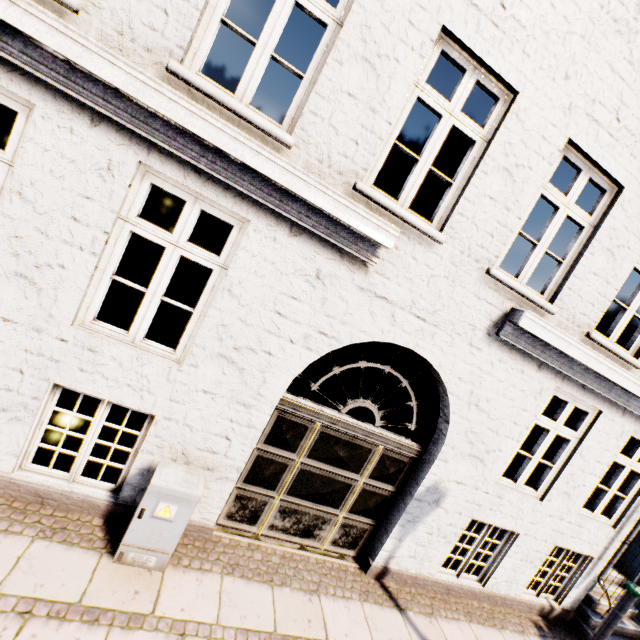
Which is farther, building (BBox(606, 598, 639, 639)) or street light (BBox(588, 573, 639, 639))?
building (BBox(606, 598, 639, 639))

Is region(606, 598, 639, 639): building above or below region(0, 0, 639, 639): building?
below

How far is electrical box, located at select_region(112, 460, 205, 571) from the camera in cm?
329

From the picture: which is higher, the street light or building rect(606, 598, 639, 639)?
the street light

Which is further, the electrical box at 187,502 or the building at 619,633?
the building at 619,633

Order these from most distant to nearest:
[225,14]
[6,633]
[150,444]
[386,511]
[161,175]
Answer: [225,14], [386,511], [150,444], [161,175], [6,633]

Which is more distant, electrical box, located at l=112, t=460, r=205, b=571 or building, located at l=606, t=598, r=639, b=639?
building, located at l=606, t=598, r=639, b=639

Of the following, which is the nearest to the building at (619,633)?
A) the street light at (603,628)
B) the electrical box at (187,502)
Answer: the street light at (603,628)
